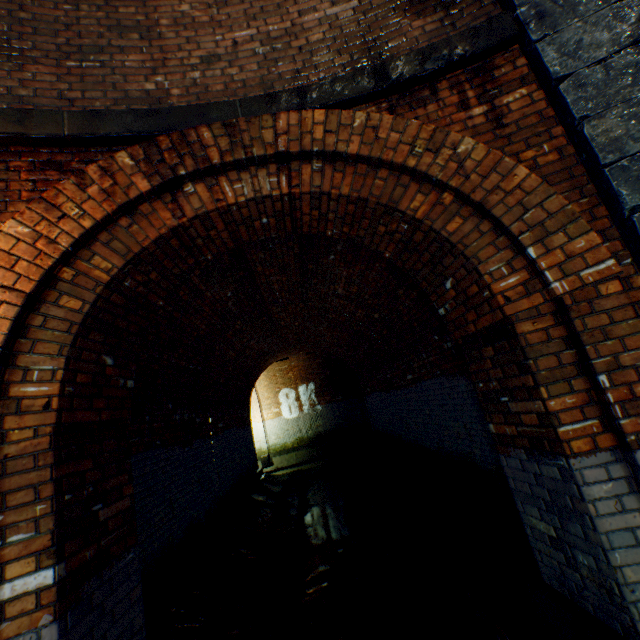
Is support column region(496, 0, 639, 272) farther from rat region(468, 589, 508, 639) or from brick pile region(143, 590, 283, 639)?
brick pile region(143, 590, 283, 639)

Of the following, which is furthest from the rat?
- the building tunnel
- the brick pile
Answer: the brick pile

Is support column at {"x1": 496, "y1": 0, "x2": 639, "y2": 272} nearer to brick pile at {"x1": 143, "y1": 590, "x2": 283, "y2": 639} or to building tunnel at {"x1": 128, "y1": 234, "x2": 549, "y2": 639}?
building tunnel at {"x1": 128, "y1": 234, "x2": 549, "y2": 639}

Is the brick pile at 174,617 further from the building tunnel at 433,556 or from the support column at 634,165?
the support column at 634,165

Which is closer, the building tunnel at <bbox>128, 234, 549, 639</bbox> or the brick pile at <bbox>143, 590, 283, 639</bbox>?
the brick pile at <bbox>143, 590, 283, 639</bbox>

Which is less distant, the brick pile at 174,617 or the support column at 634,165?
the support column at 634,165

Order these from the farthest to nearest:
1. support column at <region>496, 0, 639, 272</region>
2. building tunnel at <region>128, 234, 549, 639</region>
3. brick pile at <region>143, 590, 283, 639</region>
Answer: building tunnel at <region>128, 234, 549, 639</region> < brick pile at <region>143, 590, 283, 639</region> < support column at <region>496, 0, 639, 272</region>

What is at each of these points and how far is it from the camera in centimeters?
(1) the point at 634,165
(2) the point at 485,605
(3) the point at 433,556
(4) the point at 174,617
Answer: (1) support column, 213cm
(2) rat, 274cm
(3) building tunnel, 425cm
(4) brick pile, 314cm
